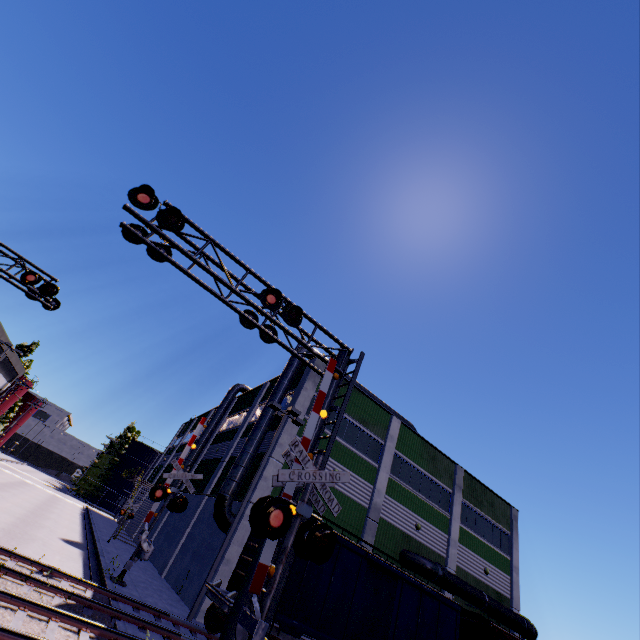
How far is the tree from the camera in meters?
56.7 m

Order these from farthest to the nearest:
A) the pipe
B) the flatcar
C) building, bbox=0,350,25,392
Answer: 1. building, bbox=0,350,25,392
2. the pipe
3. the flatcar

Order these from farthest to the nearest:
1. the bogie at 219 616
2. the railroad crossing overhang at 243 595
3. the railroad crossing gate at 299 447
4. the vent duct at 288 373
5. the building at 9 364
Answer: the building at 9 364 → the vent duct at 288 373 → the bogie at 219 616 → the railroad crossing overhang at 243 595 → the railroad crossing gate at 299 447

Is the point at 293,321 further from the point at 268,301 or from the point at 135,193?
the point at 135,193

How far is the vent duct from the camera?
17.1 meters

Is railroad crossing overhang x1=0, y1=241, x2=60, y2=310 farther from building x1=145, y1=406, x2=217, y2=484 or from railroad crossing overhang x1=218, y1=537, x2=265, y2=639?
railroad crossing overhang x1=218, y1=537, x2=265, y2=639

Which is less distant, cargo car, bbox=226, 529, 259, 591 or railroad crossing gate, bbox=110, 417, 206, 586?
cargo car, bbox=226, 529, 259, 591

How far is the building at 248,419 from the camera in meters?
17.5 m
